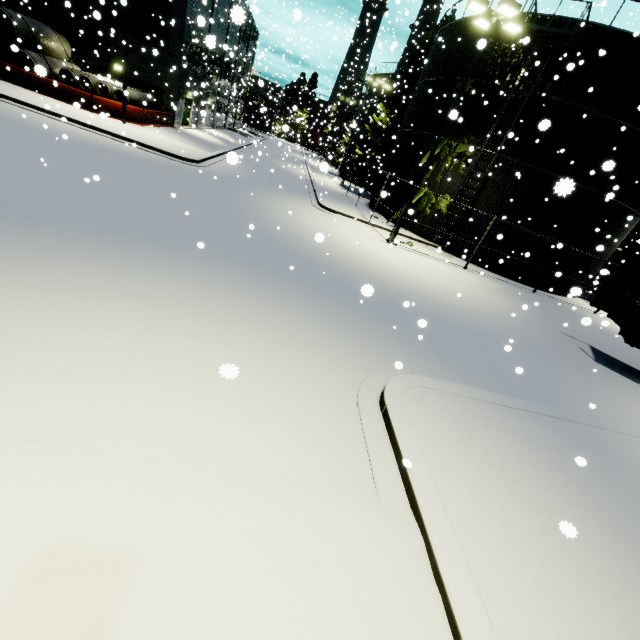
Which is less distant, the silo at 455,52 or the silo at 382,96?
the silo at 455,52

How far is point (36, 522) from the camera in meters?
2.7

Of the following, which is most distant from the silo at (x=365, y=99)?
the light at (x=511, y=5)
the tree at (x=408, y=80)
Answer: the light at (x=511, y=5)

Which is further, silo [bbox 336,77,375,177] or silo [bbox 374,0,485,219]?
silo [bbox 336,77,375,177]

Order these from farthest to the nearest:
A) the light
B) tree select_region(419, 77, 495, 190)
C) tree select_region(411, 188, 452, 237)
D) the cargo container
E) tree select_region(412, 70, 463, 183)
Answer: tree select_region(411, 188, 452, 237) < tree select_region(412, 70, 463, 183) < tree select_region(419, 77, 495, 190) < the light < the cargo container

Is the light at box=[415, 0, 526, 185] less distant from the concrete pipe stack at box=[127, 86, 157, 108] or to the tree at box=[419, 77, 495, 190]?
the tree at box=[419, 77, 495, 190]

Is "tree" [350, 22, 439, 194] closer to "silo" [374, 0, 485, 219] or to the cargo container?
"silo" [374, 0, 485, 219]

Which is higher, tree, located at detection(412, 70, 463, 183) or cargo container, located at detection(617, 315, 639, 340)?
tree, located at detection(412, 70, 463, 183)
